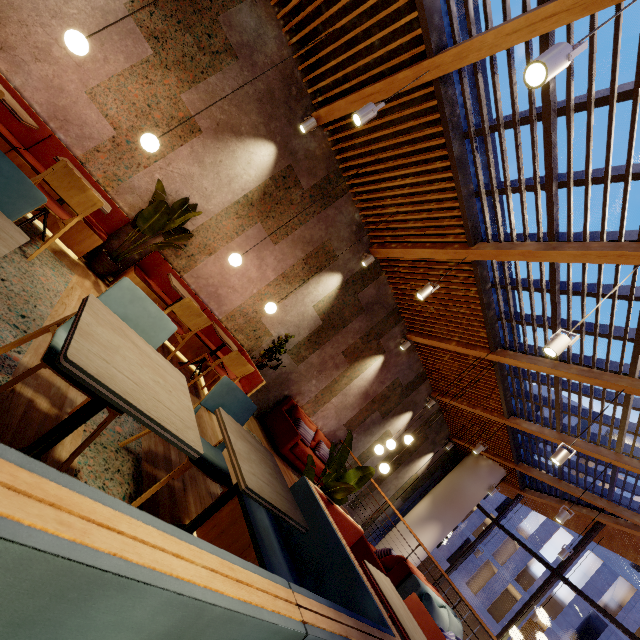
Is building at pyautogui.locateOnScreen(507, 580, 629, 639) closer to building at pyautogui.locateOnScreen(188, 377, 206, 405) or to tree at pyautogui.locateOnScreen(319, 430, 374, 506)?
building at pyautogui.locateOnScreen(188, 377, 206, 405)

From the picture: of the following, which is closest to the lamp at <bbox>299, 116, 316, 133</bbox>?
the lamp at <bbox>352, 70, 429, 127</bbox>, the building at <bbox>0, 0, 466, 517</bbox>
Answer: the building at <bbox>0, 0, 466, 517</bbox>

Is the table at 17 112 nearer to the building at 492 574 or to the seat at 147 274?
the seat at 147 274

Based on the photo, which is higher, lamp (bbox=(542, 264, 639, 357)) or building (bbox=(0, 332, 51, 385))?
lamp (bbox=(542, 264, 639, 357))

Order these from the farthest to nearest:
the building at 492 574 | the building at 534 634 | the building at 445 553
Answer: the building at 445 553, the building at 492 574, the building at 534 634

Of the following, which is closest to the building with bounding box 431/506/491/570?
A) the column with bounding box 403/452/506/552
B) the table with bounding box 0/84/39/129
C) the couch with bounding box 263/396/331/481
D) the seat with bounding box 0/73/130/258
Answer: the column with bounding box 403/452/506/552

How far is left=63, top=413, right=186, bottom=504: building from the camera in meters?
1.9

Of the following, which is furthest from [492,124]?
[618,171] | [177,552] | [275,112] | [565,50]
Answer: [177,552]
